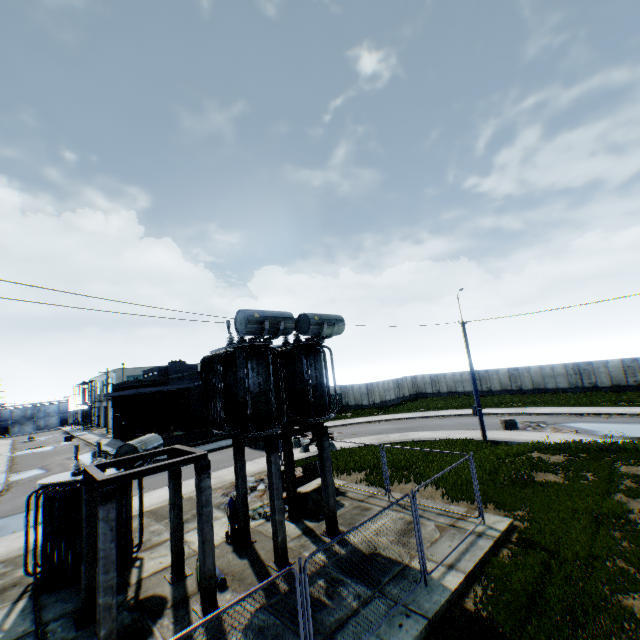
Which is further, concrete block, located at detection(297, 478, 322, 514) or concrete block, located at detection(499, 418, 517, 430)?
concrete block, located at detection(499, 418, 517, 430)

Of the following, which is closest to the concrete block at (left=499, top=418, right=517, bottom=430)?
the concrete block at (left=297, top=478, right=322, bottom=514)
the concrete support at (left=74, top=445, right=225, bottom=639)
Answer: the concrete block at (left=297, top=478, right=322, bottom=514)

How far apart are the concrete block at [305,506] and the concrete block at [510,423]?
15.5m

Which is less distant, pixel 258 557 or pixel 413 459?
pixel 258 557

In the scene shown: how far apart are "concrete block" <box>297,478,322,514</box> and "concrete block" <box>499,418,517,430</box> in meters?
15.5

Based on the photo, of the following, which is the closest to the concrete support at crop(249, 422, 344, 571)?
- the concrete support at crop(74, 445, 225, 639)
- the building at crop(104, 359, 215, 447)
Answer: the concrete support at crop(74, 445, 225, 639)

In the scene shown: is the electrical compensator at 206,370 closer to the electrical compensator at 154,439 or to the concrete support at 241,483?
the concrete support at 241,483

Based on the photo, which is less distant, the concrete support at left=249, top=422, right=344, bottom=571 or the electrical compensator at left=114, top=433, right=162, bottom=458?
the concrete support at left=249, top=422, right=344, bottom=571
